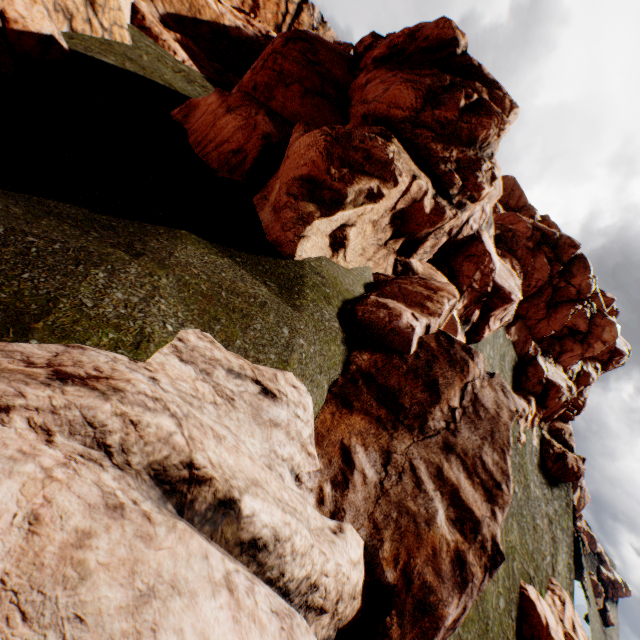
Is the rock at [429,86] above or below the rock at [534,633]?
above

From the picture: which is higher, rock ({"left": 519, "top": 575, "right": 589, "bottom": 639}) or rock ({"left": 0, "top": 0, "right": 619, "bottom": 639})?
rock ({"left": 0, "top": 0, "right": 619, "bottom": 639})

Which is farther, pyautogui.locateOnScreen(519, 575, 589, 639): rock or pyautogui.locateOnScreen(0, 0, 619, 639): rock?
pyautogui.locateOnScreen(519, 575, 589, 639): rock

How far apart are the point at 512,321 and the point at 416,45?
39.2m

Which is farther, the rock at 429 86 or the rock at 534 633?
the rock at 534 633
